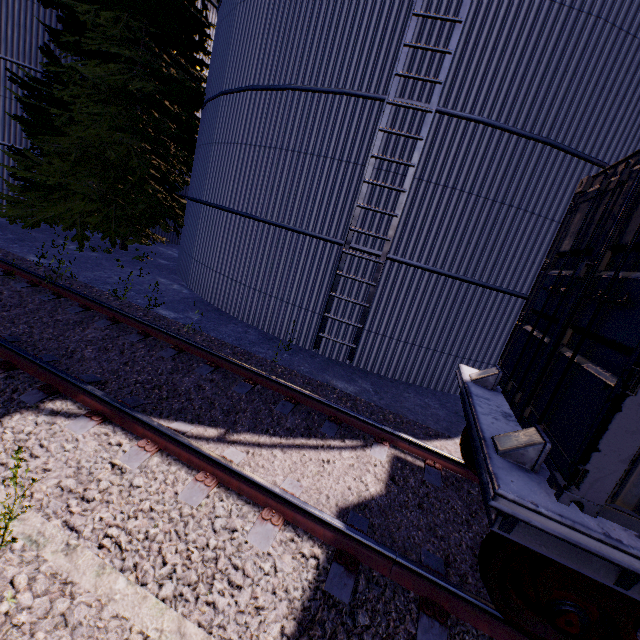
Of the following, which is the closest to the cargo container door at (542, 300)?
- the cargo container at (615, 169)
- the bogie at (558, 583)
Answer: the cargo container at (615, 169)

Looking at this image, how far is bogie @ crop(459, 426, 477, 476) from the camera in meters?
4.4 m

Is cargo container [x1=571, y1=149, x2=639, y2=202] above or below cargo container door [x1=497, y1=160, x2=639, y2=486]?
above

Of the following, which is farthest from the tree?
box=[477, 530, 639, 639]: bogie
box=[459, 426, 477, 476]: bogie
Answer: box=[459, 426, 477, 476]: bogie

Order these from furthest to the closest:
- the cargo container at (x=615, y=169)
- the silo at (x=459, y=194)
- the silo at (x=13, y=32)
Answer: the silo at (x=13, y=32), the silo at (x=459, y=194), the cargo container at (x=615, y=169)

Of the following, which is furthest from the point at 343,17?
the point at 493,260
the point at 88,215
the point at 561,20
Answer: the point at 88,215

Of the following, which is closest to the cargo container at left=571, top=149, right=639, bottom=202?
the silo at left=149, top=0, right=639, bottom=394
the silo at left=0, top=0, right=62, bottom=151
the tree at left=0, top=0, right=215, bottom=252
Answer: the silo at left=149, top=0, right=639, bottom=394

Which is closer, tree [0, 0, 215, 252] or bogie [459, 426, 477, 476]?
bogie [459, 426, 477, 476]
